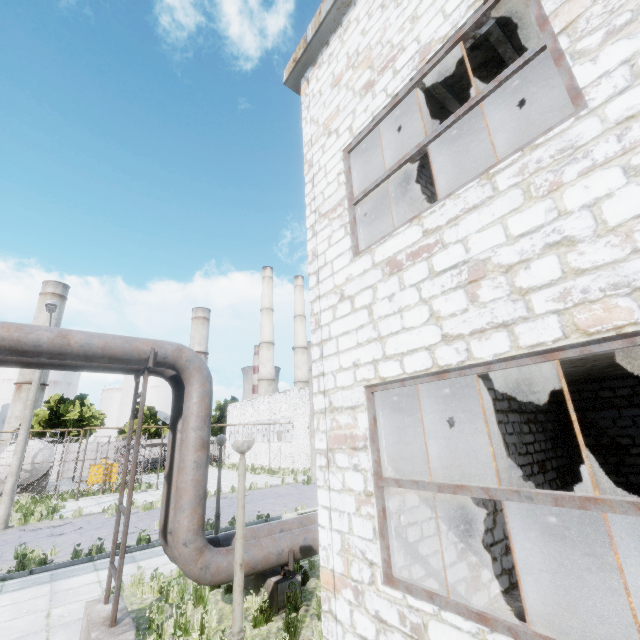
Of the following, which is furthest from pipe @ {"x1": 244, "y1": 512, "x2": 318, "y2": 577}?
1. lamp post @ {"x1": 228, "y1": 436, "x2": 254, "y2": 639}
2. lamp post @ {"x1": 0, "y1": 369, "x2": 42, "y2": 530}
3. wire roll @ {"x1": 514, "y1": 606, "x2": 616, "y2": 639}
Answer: lamp post @ {"x1": 0, "y1": 369, "x2": 42, "y2": 530}

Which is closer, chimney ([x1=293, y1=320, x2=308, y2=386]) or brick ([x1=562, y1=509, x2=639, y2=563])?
brick ([x1=562, y1=509, x2=639, y2=563])

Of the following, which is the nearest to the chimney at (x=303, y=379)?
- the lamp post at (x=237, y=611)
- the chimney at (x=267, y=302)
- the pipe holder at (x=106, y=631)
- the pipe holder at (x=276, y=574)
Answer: the chimney at (x=267, y=302)

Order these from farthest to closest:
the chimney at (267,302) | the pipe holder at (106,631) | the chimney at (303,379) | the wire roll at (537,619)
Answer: the chimney at (303,379)
the chimney at (267,302)
the pipe holder at (106,631)
the wire roll at (537,619)

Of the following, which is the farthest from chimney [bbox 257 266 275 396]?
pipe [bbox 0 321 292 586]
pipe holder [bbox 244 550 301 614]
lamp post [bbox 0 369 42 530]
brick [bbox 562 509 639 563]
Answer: brick [bbox 562 509 639 563]

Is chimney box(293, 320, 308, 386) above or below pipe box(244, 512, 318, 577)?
above

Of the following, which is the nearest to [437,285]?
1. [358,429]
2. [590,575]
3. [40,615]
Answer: [358,429]

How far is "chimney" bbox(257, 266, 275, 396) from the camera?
51.78m
